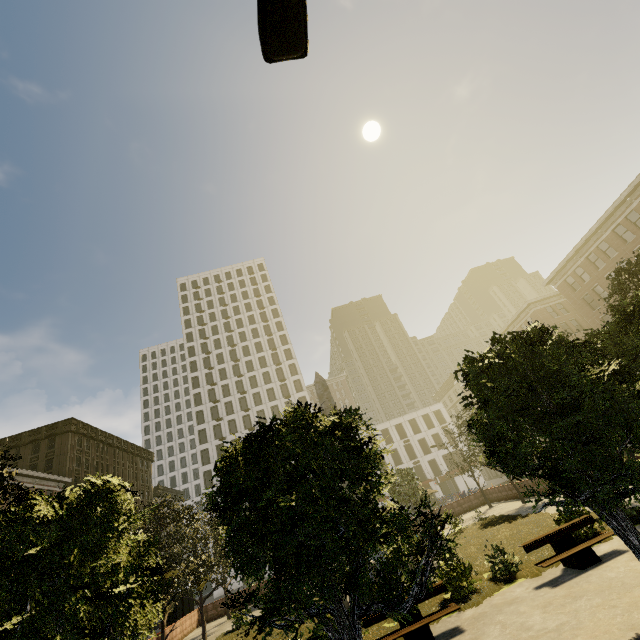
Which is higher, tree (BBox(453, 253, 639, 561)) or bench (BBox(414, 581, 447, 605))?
tree (BBox(453, 253, 639, 561))

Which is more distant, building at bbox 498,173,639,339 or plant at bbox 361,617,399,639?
building at bbox 498,173,639,339

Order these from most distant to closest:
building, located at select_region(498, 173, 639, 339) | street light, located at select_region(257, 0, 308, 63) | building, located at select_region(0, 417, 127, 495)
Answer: building, located at select_region(0, 417, 127, 495), building, located at select_region(498, 173, 639, 339), street light, located at select_region(257, 0, 308, 63)

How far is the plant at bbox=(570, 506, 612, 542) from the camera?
11.33m

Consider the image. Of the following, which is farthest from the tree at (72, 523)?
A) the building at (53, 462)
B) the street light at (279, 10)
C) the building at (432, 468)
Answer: the building at (432, 468)

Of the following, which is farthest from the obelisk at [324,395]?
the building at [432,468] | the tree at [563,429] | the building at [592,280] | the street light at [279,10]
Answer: the building at [432,468]

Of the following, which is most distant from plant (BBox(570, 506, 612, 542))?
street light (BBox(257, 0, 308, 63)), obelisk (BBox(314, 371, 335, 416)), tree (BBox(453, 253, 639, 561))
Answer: street light (BBox(257, 0, 308, 63))

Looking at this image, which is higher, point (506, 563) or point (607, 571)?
point (506, 563)
